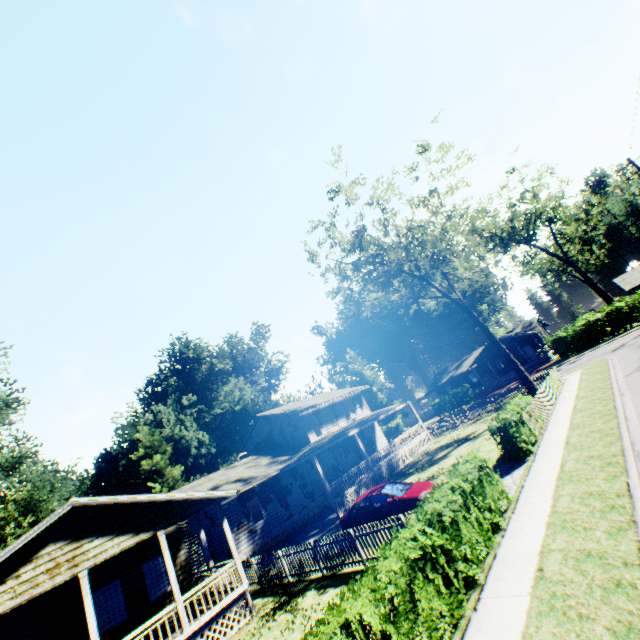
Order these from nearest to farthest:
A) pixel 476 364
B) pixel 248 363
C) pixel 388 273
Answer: pixel 388 273
pixel 248 363
pixel 476 364

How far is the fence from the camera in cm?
1569

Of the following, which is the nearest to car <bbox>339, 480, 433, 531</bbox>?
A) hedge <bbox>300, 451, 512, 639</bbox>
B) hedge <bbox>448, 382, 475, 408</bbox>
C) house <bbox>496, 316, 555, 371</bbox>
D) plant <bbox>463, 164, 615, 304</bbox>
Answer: hedge <bbox>300, 451, 512, 639</bbox>

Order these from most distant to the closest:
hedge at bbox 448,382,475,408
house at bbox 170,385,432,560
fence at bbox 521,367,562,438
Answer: hedge at bbox 448,382,475,408 < house at bbox 170,385,432,560 < fence at bbox 521,367,562,438

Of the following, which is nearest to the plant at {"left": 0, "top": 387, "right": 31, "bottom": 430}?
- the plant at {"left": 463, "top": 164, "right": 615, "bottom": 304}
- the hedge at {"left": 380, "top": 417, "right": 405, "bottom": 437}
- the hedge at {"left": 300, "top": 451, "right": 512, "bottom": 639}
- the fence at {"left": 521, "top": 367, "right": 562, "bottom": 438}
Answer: the fence at {"left": 521, "top": 367, "right": 562, "bottom": 438}

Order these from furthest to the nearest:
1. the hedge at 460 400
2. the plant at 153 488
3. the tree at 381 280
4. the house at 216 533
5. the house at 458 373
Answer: the house at 458 373 → the hedge at 460 400 → the plant at 153 488 → the tree at 381 280 → the house at 216 533

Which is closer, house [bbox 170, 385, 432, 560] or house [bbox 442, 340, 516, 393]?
house [bbox 170, 385, 432, 560]

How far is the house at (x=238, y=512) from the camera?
22.0 meters
